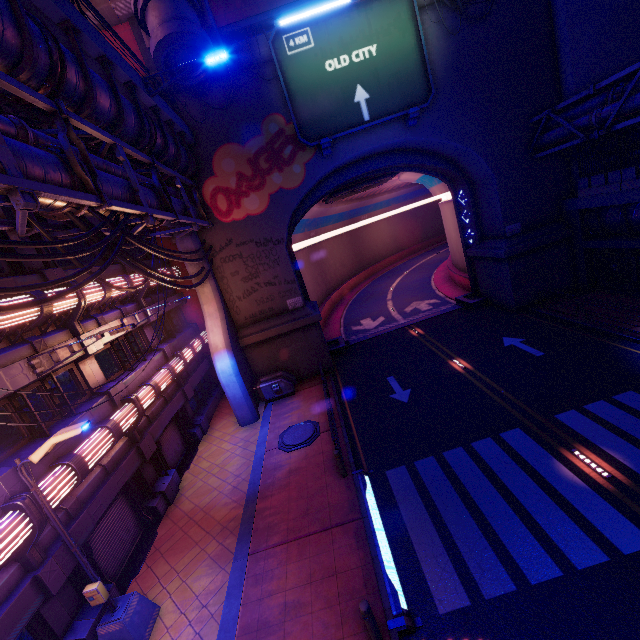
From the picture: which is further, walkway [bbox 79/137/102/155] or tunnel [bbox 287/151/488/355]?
tunnel [bbox 287/151/488/355]

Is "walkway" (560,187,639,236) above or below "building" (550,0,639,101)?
below

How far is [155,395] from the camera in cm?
1395

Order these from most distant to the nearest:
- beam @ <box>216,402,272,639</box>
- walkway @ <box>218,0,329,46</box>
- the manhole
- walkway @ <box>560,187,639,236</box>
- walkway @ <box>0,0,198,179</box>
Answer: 1. walkway @ <box>218,0,329,46</box>
2. walkway @ <box>560,187,639,236</box>
3. the manhole
4. beam @ <box>216,402,272,639</box>
5. walkway @ <box>0,0,198,179</box>

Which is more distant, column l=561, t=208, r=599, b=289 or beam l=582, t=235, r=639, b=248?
column l=561, t=208, r=599, b=289

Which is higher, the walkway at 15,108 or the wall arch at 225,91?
the wall arch at 225,91

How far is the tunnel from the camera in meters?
22.0 m

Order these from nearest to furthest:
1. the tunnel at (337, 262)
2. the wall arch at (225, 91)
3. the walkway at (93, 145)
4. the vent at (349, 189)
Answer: the walkway at (93, 145), the wall arch at (225, 91), the tunnel at (337, 262), the vent at (349, 189)
